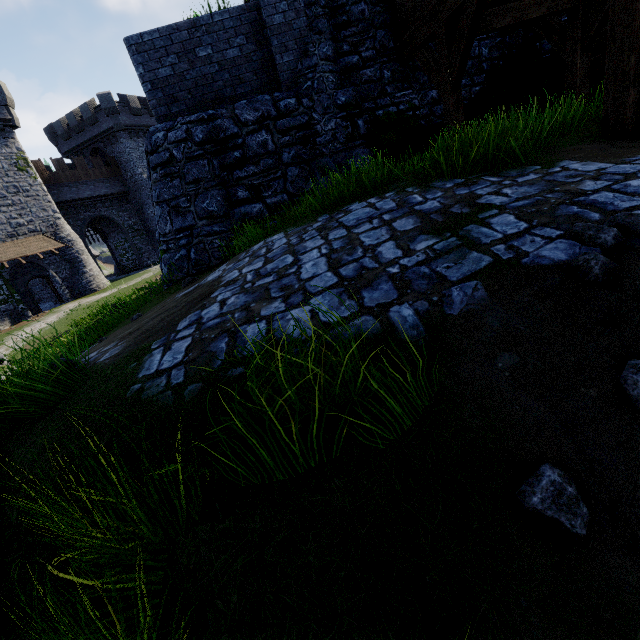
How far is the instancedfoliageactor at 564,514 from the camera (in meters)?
1.24

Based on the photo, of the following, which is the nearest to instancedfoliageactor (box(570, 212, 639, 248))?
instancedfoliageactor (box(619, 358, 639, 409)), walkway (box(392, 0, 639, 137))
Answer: instancedfoliageactor (box(619, 358, 639, 409))

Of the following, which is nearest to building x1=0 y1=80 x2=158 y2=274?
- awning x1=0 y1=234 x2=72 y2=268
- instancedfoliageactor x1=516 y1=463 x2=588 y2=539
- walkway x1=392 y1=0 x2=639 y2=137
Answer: awning x1=0 y1=234 x2=72 y2=268

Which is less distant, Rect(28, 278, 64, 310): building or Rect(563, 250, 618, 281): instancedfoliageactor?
Rect(563, 250, 618, 281): instancedfoliageactor

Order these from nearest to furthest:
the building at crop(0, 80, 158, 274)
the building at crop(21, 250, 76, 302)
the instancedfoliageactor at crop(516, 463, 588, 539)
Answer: the instancedfoliageactor at crop(516, 463, 588, 539)
the building at crop(0, 80, 158, 274)
the building at crop(21, 250, 76, 302)

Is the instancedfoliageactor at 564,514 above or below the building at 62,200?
below

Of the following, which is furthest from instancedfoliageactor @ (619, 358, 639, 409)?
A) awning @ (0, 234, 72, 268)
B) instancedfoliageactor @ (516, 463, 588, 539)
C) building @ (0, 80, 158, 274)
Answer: building @ (0, 80, 158, 274)

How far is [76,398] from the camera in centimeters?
245cm
